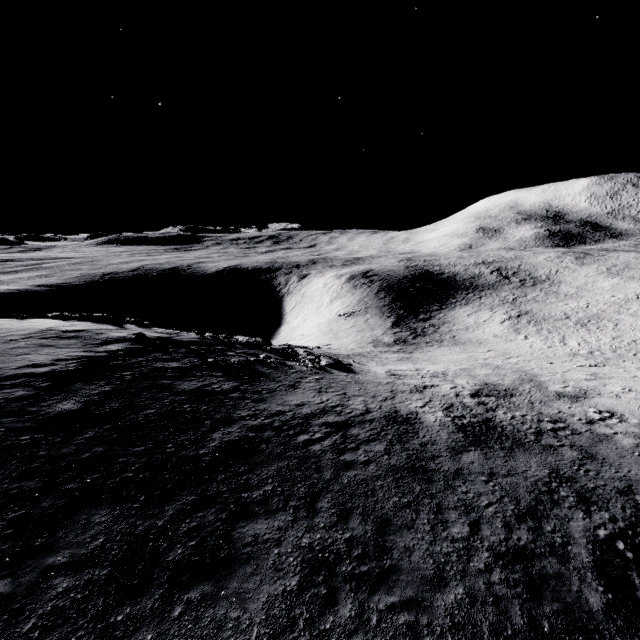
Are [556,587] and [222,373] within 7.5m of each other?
no
